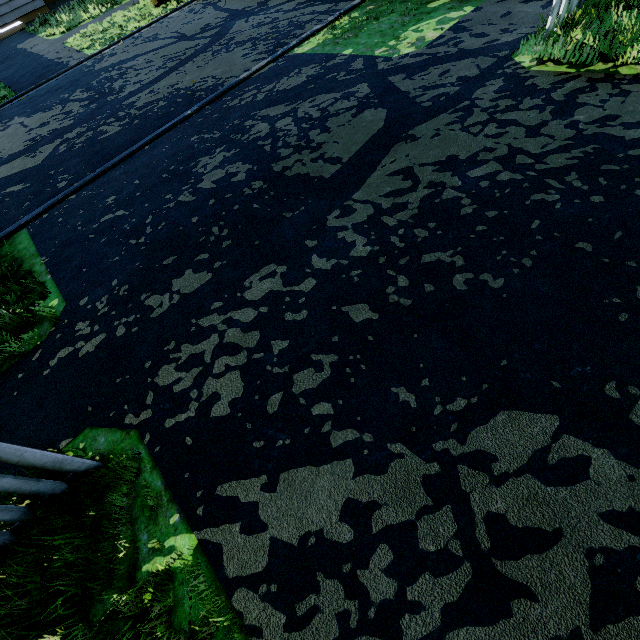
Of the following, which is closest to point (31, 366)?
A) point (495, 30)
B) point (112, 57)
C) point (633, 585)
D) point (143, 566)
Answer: point (143, 566)
